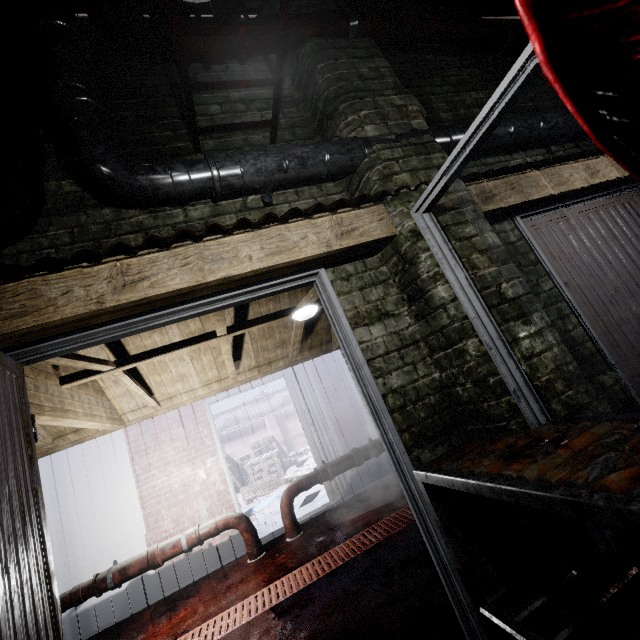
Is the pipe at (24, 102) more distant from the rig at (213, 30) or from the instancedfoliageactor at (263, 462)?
the instancedfoliageactor at (263, 462)

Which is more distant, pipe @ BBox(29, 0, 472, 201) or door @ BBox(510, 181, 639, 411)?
door @ BBox(510, 181, 639, 411)

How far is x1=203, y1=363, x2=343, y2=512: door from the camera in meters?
4.4

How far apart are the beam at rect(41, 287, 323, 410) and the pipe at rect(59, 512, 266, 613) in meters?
1.5

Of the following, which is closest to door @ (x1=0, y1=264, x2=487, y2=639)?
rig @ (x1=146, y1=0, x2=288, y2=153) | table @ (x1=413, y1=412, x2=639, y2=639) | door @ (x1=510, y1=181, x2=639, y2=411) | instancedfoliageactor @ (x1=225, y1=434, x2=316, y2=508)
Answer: table @ (x1=413, y1=412, x2=639, y2=639)

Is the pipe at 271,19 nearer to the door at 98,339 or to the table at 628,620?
the door at 98,339

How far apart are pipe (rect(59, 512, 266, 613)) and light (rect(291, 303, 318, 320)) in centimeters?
238cm

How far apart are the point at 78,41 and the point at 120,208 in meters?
0.8
